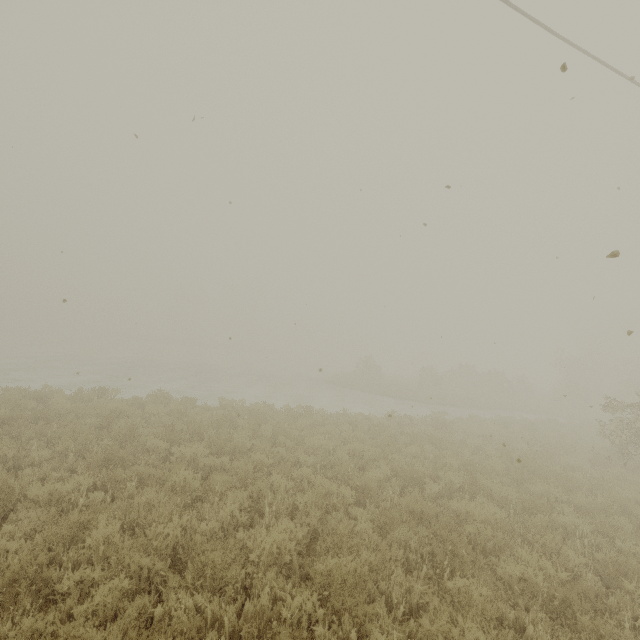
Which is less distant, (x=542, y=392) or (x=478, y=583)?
(x=478, y=583)
